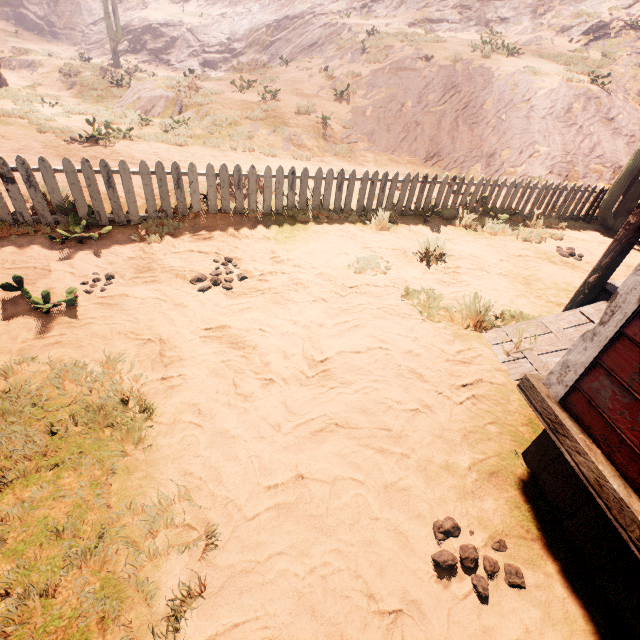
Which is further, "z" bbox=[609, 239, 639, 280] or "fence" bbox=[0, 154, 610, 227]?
"z" bbox=[609, 239, 639, 280]

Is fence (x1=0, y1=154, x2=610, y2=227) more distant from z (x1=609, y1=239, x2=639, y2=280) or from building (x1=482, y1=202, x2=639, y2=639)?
building (x1=482, y1=202, x2=639, y2=639)

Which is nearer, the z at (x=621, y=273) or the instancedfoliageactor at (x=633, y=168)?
the z at (x=621, y=273)

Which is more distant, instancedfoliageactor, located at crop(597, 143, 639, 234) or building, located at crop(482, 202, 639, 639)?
instancedfoliageactor, located at crop(597, 143, 639, 234)

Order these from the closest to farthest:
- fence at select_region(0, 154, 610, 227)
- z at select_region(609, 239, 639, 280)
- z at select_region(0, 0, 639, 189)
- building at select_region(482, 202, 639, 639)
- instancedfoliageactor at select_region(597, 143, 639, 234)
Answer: building at select_region(482, 202, 639, 639) < fence at select_region(0, 154, 610, 227) < z at select_region(609, 239, 639, 280) < instancedfoliageactor at select_region(597, 143, 639, 234) < z at select_region(0, 0, 639, 189)

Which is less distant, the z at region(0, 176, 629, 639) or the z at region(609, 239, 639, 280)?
the z at region(0, 176, 629, 639)

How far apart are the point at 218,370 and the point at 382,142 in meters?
12.4 m

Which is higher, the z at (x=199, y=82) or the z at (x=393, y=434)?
the z at (x=199, y=82)
